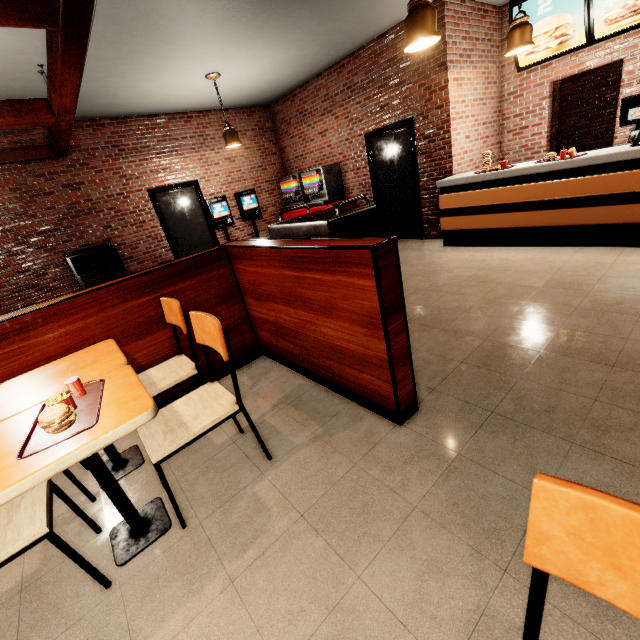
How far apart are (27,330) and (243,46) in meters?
4.8
